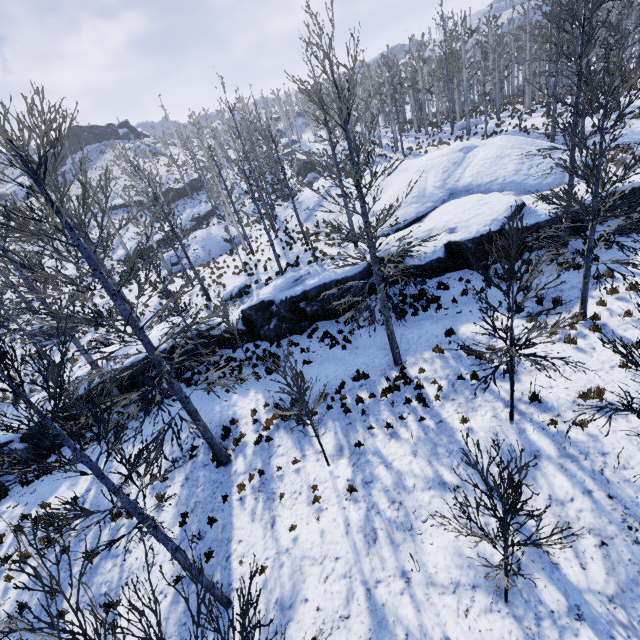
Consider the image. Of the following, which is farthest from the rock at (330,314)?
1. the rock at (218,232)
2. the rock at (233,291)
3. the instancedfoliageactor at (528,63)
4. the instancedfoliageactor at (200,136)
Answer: the rock at (218,232)

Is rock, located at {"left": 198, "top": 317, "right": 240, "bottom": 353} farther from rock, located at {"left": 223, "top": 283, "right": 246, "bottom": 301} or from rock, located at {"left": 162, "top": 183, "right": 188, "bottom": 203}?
rock, located at {"left": 162, "top": 183, "right": 188, "bottom": 203}

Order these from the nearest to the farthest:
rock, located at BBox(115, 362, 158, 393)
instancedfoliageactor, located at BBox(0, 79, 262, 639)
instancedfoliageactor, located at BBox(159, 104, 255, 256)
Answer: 1. instancedfoliageactor, located at BBox(0, 79, 262, 639)
2. rock, located at BBox(115, 362, 158, 393)
3. instancedfoliageactor, located at BBox(159, 104, 255, 256)

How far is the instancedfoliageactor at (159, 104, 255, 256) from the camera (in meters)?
23.55

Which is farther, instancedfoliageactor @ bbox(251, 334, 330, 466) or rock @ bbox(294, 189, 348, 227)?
rock @ bbox(294, 189, 348, 227)

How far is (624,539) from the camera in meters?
6.2

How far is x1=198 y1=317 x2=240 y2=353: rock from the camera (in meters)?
15.95

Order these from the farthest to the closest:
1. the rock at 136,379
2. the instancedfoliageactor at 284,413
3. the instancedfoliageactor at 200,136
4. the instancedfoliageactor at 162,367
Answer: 1. the instancedfoliageactor at 200,136
2. the rock at 136,379
3. the instancedfoliageactor at 284,413
4. the instancedfoliageactor at 162,367
